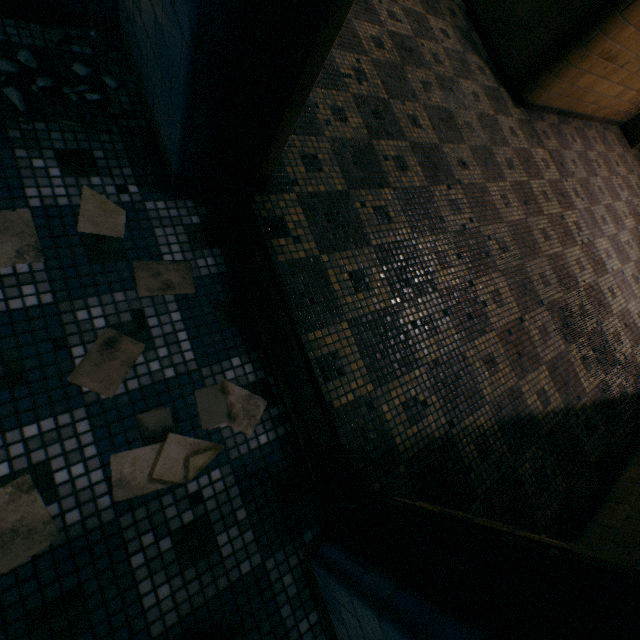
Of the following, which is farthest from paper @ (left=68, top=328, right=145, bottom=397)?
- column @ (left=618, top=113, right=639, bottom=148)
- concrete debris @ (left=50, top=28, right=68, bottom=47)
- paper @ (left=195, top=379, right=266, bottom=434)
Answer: column @ (left=618, top=113, right=639, bottom=148)

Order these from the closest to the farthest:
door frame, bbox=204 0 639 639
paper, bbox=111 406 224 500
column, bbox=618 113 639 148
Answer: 1. door frame, bbox=204 0 639 639
2. paper, bbox=111 406 224 500
3. column, bbox=618 113 639 148

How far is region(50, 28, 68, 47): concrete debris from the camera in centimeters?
145cm

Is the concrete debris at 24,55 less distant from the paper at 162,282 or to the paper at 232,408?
the paper at 162,282

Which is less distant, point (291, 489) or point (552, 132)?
point (291, 489)

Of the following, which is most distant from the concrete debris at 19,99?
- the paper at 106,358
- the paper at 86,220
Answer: the paper at 106,358

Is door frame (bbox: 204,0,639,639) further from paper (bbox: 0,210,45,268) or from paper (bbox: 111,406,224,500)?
paper (bbox: 0,210,45,268)

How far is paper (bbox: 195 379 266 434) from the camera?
1.3 meters
